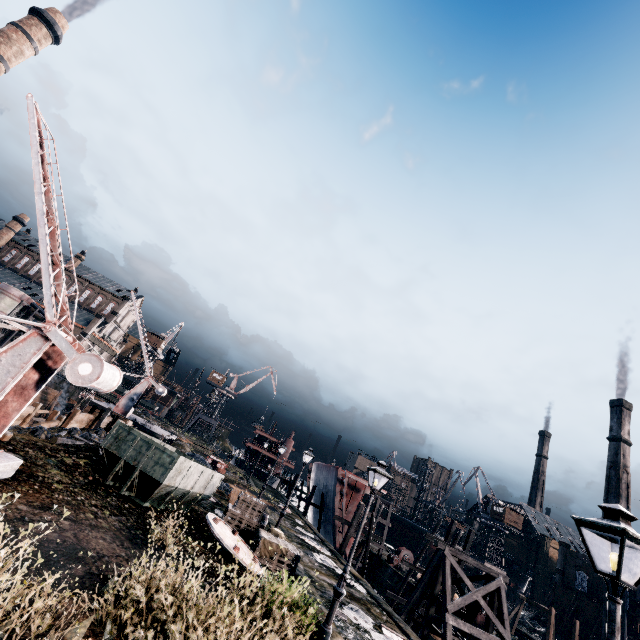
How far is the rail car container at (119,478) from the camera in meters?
12.9 m

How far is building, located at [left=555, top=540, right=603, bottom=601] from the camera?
51.9 meters

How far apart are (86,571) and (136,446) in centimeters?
632cm

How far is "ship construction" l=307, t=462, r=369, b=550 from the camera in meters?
35.9

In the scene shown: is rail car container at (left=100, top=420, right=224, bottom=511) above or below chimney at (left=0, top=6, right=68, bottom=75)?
below

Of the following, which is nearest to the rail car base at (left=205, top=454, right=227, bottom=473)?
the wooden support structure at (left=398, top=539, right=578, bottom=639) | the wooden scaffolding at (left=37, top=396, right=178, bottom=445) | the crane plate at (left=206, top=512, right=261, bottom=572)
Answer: the wooden scaffolding at (left=37, top=396, right=178, bottom=445)

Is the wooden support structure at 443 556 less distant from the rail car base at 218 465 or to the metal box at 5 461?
the rail car base at 218 465

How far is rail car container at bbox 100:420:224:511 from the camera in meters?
12.9
